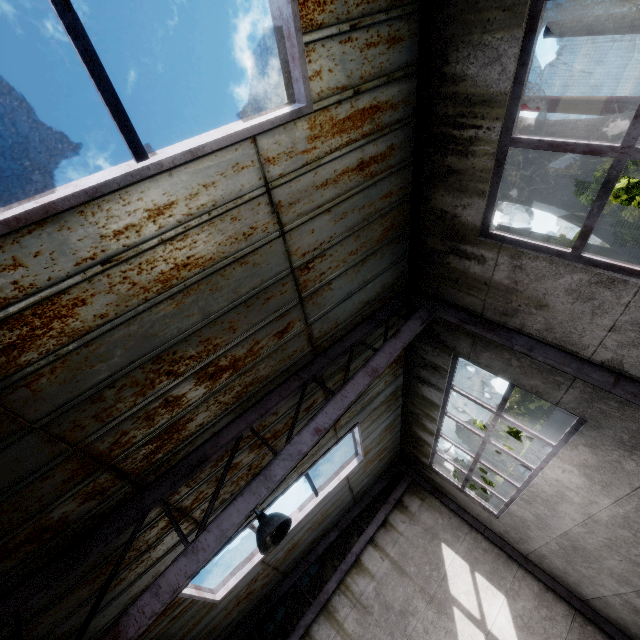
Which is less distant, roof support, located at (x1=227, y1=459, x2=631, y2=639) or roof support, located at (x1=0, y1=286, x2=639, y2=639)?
roof support, located at (x1=0, y1=286, x2=639, y2=639)

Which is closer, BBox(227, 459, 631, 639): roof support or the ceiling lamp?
the ceiling lamp

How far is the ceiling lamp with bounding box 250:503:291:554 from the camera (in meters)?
3.22

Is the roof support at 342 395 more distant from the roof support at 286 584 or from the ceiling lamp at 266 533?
the roof support at 286 584

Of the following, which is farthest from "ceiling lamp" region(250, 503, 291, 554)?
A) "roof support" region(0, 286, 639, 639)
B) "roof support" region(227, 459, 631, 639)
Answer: "roof support" region(227, 459, 631, 639)

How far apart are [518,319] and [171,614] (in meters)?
7.82
